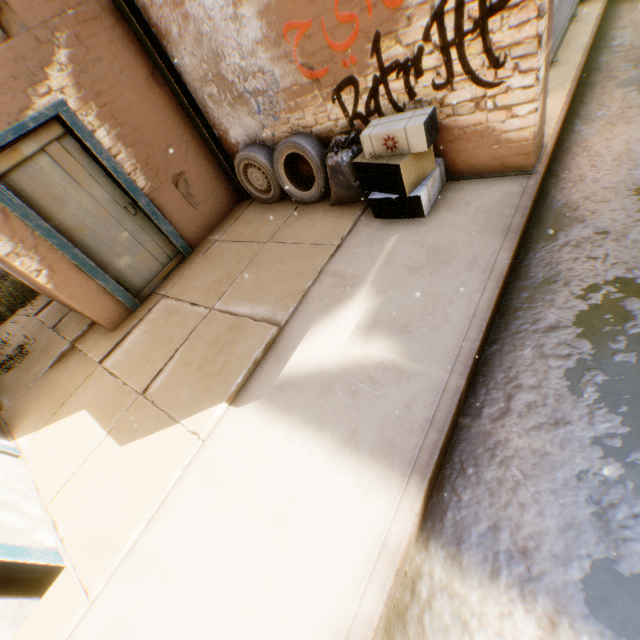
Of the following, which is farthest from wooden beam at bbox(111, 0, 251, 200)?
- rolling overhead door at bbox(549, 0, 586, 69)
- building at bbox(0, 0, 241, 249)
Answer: rolling overhead door at bbox(549, 0, 586, 69)

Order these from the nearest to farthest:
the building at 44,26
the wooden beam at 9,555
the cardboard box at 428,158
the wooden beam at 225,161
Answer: the wooden beam at 9,555 < the cardboard box at 428,158 < the building at 44,26 < the wooden beam at 225,161

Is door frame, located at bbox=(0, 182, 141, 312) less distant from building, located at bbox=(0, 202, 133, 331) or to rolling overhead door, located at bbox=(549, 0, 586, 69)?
building, located at bbox=(0, 202, 133, 331)

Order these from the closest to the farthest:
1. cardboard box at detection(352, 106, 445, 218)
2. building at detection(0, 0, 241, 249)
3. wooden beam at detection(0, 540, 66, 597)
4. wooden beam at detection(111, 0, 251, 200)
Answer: wooden beam at detection(0, 540, 66, 597) → cardboard box at detection(352, 106, 445, 218) → building at detection(0, 0, 241, 249) → wooden beam at detection(111, 0, 251, 200)

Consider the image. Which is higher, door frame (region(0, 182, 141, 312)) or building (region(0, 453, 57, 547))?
door frame (region(0, 182, 141, 312))

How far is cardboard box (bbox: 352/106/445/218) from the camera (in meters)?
3.24

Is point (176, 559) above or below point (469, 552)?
above

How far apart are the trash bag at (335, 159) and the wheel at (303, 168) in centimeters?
8cm
